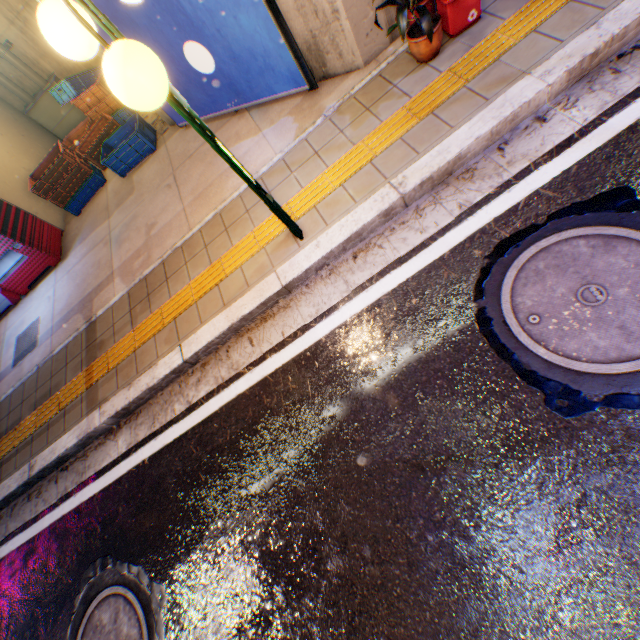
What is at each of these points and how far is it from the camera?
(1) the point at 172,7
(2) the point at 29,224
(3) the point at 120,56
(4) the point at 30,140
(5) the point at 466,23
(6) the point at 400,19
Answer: (1) billboard, 3.5m
(2) vending machine, 5.7m
(3) street lamp, 1.4m
(4) building, 7.1m
(5) flower pot, 3.1m
(6) plants, 2.7m

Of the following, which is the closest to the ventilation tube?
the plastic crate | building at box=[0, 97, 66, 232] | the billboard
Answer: building at box=[0, 97, 66, 232]

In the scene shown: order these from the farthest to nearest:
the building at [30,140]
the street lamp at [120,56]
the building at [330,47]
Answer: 1. the building at [30,140]
2. the building at [330,47]
3. the street lamp at [120,56]

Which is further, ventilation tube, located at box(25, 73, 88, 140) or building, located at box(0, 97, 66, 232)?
ventilation tube, located at box(25, 73, 88, 140)

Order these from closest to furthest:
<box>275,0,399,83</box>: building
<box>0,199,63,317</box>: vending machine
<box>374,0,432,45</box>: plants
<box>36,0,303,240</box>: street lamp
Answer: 1. <box>36,0,303,240</box>: street lamp
2. <box>374,0,432,45</box>: plants
3. <box>275,0,399,83</box>: building
4. <box>0,199,63,317</box>: vending machine

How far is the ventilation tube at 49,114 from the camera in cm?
703

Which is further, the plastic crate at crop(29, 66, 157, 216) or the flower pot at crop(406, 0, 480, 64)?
the plastic crate at crop(29, 66, 157, 216)

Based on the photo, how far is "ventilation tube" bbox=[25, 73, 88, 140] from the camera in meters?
7.0
